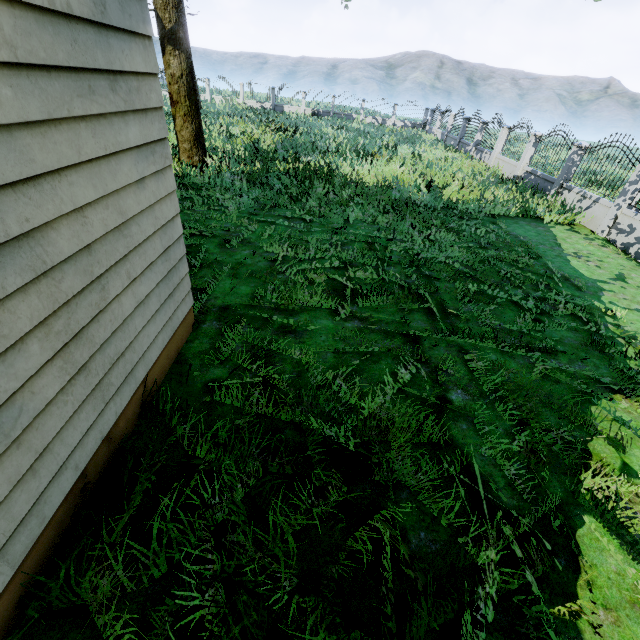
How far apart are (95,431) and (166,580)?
1.2 meters

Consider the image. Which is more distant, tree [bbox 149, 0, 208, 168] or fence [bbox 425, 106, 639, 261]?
fence [bbox 425, 106, 639, 261]

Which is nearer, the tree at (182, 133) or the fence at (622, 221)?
the tree at (182, 133)
